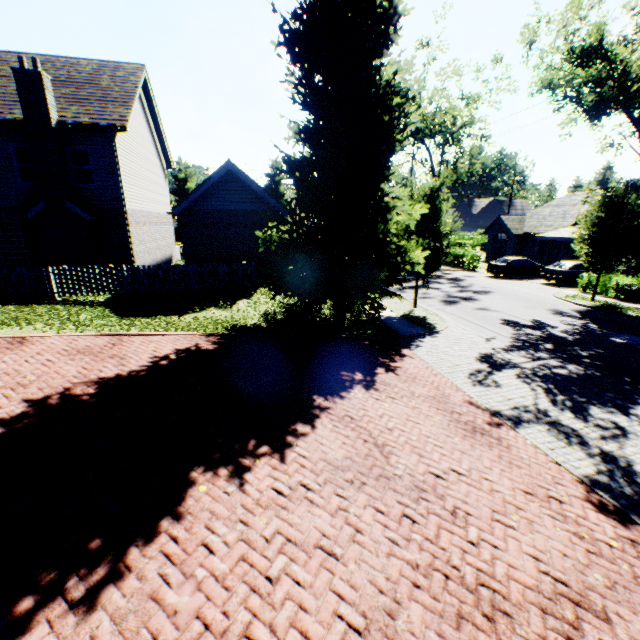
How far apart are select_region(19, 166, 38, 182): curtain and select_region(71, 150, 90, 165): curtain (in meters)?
1.04

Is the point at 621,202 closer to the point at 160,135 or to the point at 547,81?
the point at 547,81

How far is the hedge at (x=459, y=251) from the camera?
30.86m

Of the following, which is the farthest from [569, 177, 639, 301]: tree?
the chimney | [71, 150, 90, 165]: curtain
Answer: [71, 150, 90, 165]: curtain

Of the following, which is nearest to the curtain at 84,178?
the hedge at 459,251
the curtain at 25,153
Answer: the curtain at 25,153

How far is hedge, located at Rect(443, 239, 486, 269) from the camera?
30.9 meters
